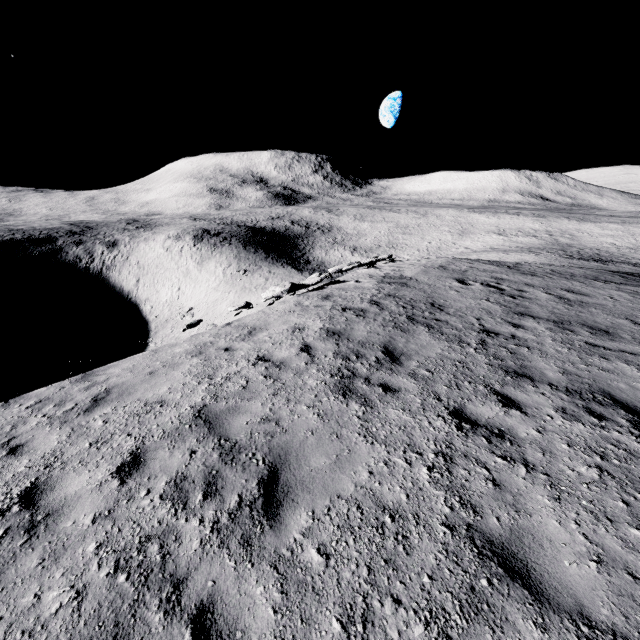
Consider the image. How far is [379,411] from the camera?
5.2m
